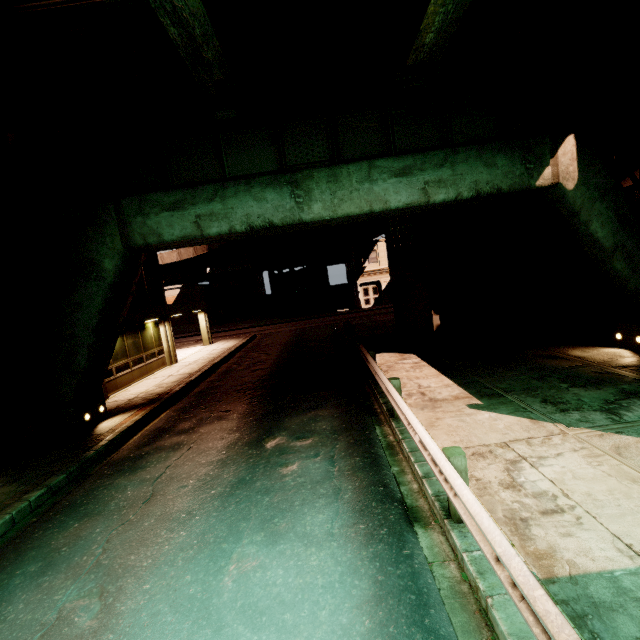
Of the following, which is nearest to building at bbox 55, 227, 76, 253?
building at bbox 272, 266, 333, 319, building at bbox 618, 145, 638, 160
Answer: building at bbox 618, 145, 638, 160

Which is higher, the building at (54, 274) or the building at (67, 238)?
the building at (67, 238)

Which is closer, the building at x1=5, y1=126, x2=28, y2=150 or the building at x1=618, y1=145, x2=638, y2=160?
the building at x1=618, y1=145, x2=638, y2=160

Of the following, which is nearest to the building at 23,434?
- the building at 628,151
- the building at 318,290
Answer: the building at 628,151

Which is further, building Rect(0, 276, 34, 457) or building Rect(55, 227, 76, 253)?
building Rect(55, 227, 76, 253)

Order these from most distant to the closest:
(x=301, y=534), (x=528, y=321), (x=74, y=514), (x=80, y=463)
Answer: (x=528, y=321) → (x=80, y=463) → (x=74, y=514) → (x=301, y=534)

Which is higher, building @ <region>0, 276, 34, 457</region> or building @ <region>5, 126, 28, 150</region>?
building @ <region>5, 126, 28, 150</region>

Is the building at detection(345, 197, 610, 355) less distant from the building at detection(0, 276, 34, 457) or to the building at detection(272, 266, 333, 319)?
the building at detection(0, 276, 34, 457)
